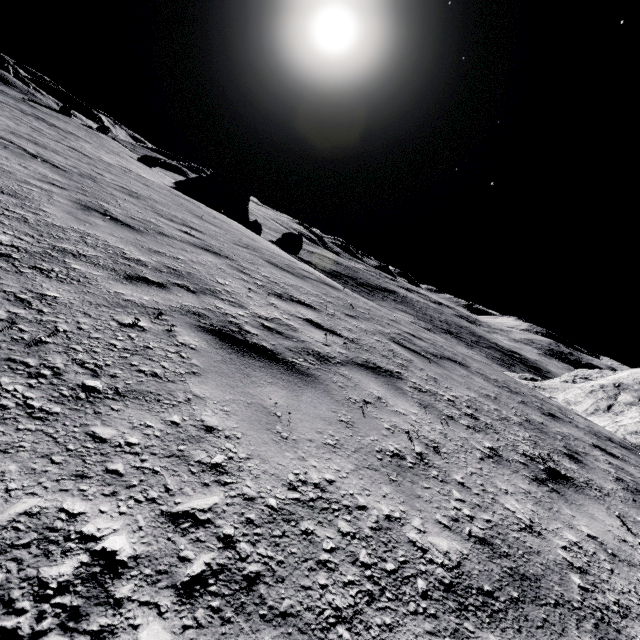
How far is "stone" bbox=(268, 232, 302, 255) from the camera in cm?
2425

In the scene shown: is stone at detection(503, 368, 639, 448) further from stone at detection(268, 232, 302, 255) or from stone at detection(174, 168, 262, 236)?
stone at detection(174, 168, 262, 236)

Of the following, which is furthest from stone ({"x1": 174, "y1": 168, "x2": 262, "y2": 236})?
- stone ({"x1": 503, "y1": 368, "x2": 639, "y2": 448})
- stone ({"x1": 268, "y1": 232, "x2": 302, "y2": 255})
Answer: stone ({"x1": 503, "y1": 368, "x2": 639, "y2": 448})

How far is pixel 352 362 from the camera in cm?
386

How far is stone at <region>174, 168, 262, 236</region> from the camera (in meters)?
33.60

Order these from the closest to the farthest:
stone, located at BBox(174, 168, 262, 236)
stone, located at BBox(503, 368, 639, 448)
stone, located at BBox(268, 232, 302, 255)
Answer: stone, located at BBox(503, 368, 639, 448), stone, located at BBox(268, 232, 302, 255), stone, located at BBox(174, 168, 262, 236)

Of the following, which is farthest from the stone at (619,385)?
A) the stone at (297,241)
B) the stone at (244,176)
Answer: the stone at (244,176)
